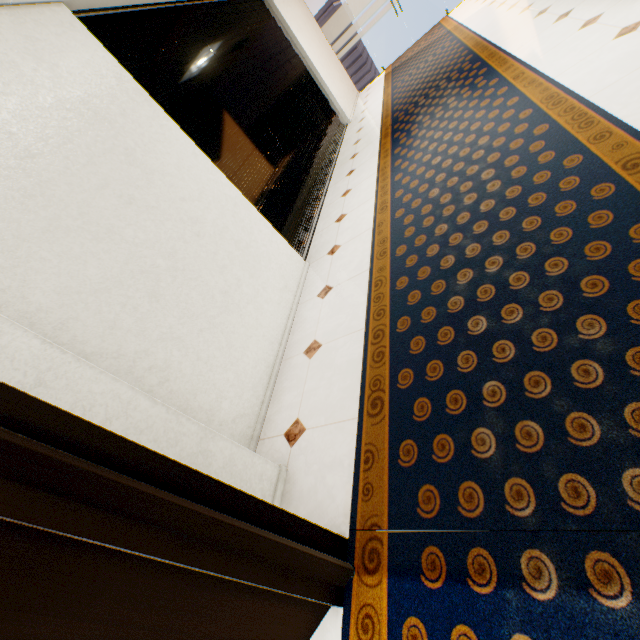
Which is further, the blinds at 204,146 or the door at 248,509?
the blinds at 204,146

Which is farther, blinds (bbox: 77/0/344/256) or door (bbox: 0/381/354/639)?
blinds (bbox: 77/0/344/256)

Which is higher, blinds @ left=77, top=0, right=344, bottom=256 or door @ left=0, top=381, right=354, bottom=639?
blinds @ left=77, top=0, right=344, bottom=256

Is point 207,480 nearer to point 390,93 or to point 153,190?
point 153,190

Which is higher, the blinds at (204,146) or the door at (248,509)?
the blinds at (204,146)
